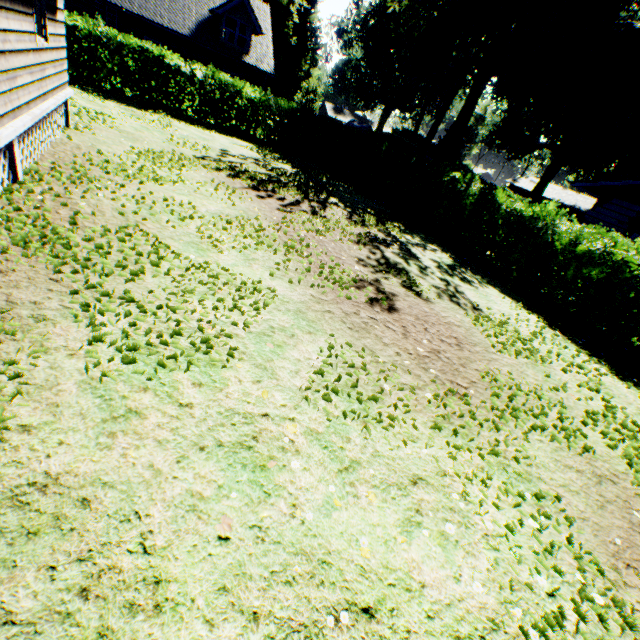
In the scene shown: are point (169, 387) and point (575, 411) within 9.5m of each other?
yes

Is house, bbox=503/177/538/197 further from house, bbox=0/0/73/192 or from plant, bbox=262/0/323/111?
house, bbox=0/0/73/192

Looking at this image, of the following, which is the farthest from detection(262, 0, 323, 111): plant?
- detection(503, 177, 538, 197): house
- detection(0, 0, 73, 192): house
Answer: detection(0, 0, 73, 192): house

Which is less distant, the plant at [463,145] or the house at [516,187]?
the plant at [463,145]

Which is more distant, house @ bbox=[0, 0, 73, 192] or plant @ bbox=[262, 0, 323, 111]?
plant @ bbox=[262, 0, 323, 111]

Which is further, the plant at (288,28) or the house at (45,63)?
the plant at (288,28)

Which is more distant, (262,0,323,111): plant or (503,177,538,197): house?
(503,177,538,197): house
